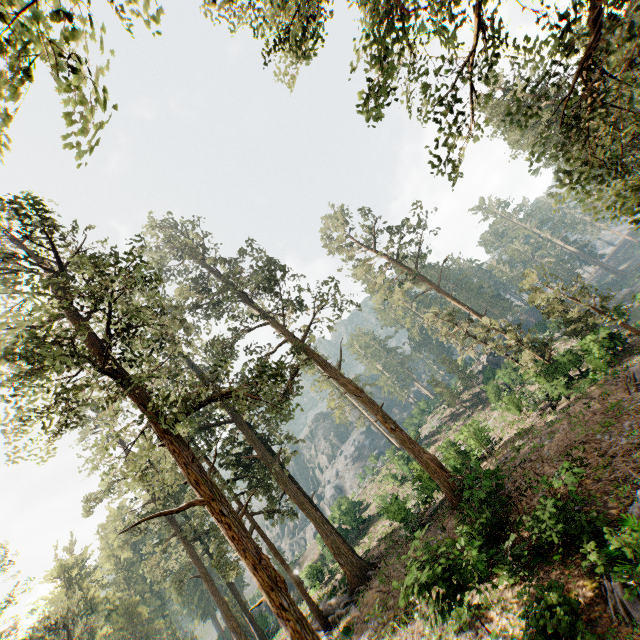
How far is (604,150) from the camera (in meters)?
9.97

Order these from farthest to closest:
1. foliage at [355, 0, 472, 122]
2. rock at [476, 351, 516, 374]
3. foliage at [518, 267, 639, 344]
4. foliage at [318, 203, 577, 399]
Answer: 1. rock at [476, 351, 516, 374]
2. foliage at [318, 203, 577, 399]
3. foliage at [518, 267, 639, 344]
4. foliage at [355, 0, 472, 122]

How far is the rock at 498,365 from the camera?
40.47m

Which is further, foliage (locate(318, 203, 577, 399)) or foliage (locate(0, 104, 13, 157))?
foliage (locate(318, 203, 577, 399))

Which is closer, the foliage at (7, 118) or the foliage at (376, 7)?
the foliage at (7, 118)

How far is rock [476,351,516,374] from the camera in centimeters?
4047cm
